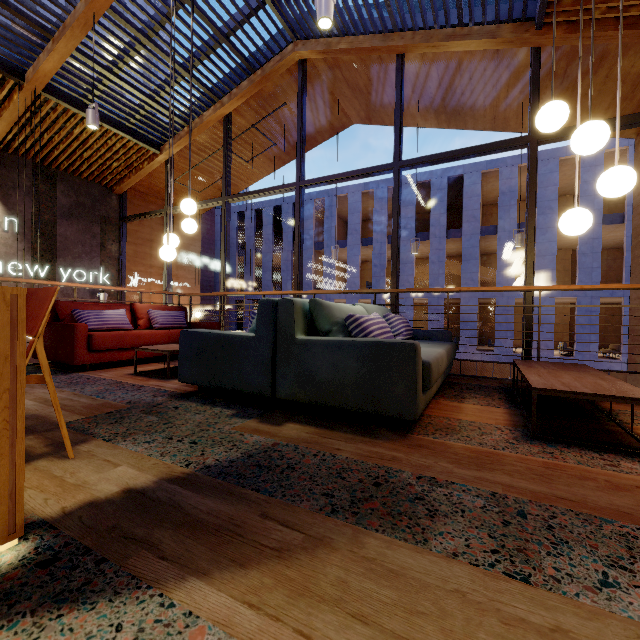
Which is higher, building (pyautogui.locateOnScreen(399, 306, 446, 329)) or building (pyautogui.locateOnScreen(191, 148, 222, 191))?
building (pyautogui.locateOnScreen(191, 148, 222, 191))

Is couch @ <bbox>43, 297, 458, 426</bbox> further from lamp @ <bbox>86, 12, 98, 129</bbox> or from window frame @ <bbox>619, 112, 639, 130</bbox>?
lamp @ <bbox>86, 12, 98, 129</bbox>

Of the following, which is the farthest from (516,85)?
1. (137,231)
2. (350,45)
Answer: (137,231)

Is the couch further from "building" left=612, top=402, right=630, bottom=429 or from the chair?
the chair

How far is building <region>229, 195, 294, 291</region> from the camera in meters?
26.8

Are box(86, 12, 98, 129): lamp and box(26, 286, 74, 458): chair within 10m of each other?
yes

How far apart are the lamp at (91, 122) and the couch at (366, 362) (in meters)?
4.24

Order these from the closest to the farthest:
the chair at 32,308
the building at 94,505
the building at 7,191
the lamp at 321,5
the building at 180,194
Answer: the building at 94,505 → the chair at 32,308 → the lamp at 321,5 → the building at 7,191 → the building at 180,194
